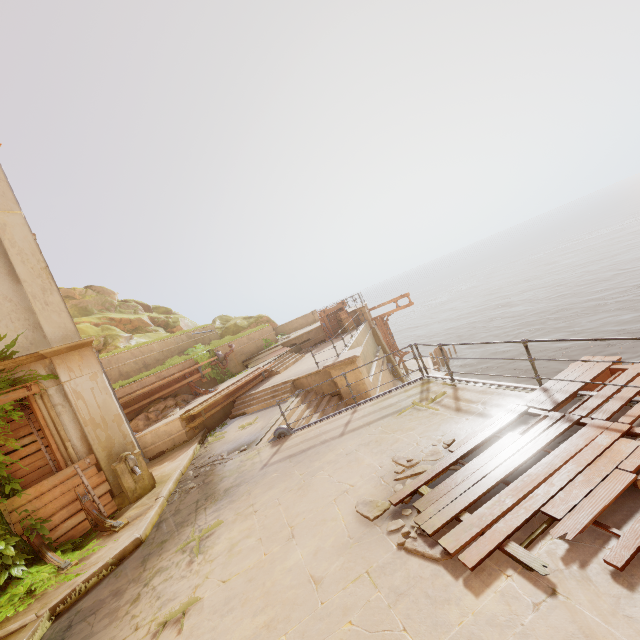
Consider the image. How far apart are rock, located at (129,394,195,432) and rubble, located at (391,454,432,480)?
11.23m

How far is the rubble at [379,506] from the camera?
4.4m

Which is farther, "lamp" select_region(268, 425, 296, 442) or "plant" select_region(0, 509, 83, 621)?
"lamp" select_region(268, 425, 296, 442)

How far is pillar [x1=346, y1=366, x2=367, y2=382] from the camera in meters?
12.9 m

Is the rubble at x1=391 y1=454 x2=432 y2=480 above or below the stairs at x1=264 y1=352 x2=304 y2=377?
below

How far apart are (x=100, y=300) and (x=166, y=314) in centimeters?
646cm

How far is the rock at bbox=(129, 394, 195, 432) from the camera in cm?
1297

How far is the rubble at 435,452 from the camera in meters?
5.1 m
